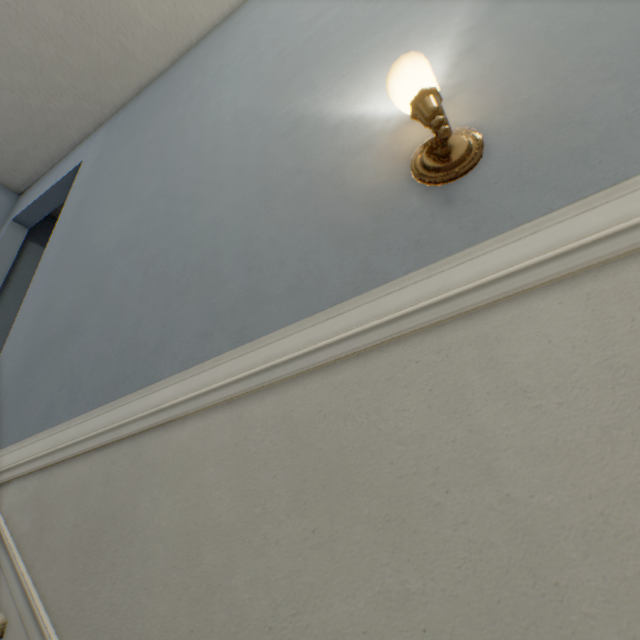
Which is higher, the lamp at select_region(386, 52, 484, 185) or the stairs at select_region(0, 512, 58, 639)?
the lamp at select_region(386, 52, 484, 185)

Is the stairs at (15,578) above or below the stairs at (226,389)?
below

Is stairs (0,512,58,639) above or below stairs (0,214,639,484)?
below

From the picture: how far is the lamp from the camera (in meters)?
0.64

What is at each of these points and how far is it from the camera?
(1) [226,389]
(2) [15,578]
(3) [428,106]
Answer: (1) stairs, 0.7 meters
(2) stairs, 0.8 meters
(3) lamp, 0.6 meters

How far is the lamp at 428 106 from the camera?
0.6 meters
